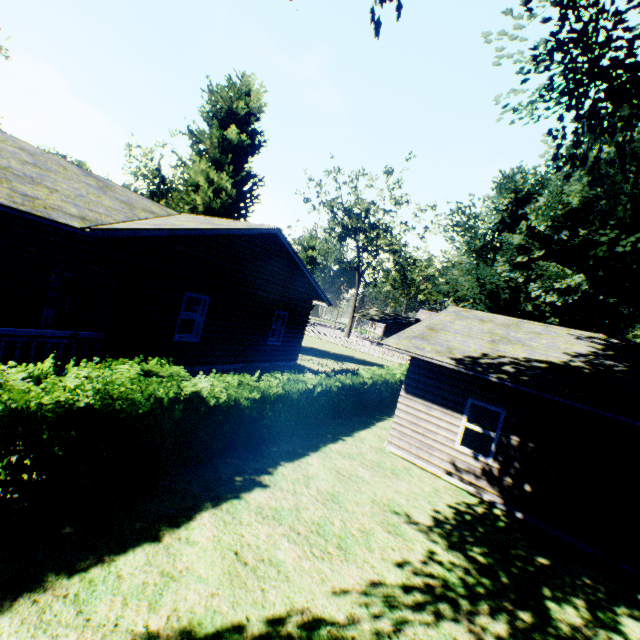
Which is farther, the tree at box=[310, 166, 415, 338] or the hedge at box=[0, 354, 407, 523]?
the tree at box=[310, 166, 415, 338]

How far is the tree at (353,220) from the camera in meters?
37.8

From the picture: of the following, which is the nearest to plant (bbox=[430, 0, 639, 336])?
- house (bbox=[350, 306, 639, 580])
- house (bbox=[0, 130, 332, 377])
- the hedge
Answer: house (bbox=[0, 130, 332, 377])

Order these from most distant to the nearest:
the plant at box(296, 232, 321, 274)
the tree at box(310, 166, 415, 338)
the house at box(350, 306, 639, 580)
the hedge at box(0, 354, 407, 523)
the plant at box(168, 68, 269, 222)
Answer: the plant at box(296, 232, 321, 274)
the tree at box(310, 166, 415, 338)
the plant at box(168, 68, 269, 222)
the house at box(350, 306, 639, 580)
the hedge at box(0, 354, 407, 523)

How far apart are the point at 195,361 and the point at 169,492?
5.5 meters

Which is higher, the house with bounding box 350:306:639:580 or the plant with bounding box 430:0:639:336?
the plant with bounding box 430:0:639:336

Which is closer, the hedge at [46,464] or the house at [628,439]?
the hedge at [46,464]

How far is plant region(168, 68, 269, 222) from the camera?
23.4 meters
